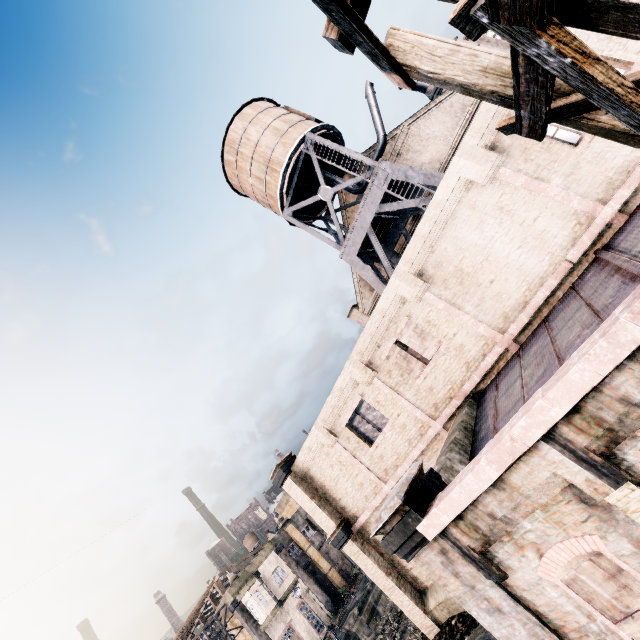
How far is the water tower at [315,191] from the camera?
17.97m

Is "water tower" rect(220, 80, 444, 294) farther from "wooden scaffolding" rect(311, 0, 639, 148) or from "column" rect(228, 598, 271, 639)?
"column" rect(228, 598, 271, 639)

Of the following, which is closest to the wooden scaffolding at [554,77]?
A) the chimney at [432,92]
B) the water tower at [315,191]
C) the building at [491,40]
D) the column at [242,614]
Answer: the water tower at [315,191]

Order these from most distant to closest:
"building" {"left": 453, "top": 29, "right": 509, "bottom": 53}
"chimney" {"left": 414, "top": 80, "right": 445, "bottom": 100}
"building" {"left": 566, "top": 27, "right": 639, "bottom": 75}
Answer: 1. "building" {"left": 453, "top": 29, "right": 509, "bottom": 53}
2. "chimney" {"left": 414, "top": 80, "right": 445, "bottom": 100}
3. "building" {"left": 566, "top": 27, "right": 639, "bottom": 75}

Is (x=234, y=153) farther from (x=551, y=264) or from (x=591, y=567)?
(x=591, y=567)

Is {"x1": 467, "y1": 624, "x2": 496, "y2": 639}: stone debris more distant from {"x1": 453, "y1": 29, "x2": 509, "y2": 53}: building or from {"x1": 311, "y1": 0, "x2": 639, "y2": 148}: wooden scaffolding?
{"x1": 453, "y1": 29, "x2": 509, "y2": 53}: building

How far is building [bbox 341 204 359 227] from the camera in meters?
27.3
